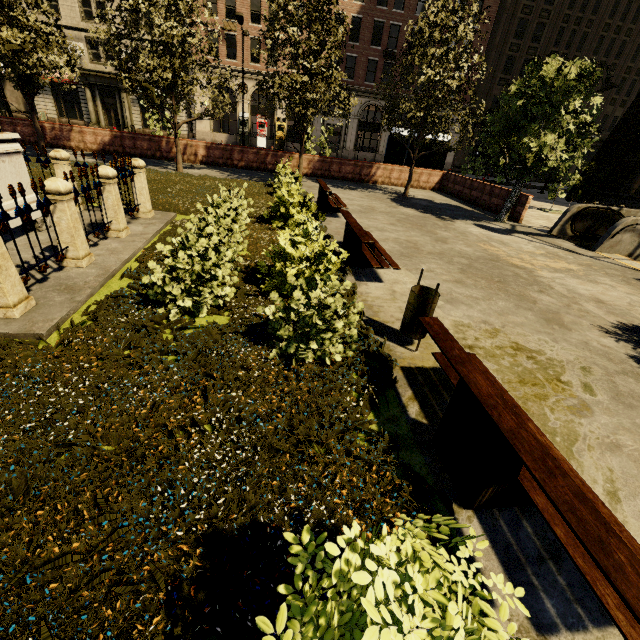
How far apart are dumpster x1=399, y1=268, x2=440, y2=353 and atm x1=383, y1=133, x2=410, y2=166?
18.77m

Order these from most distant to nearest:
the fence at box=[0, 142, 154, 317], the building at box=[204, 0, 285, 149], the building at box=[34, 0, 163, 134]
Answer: the building at box=[204, 0, 285, 149] < the building at box=[34, 0, 163, 134] < the fence at box=[0, 142, 154, 317]

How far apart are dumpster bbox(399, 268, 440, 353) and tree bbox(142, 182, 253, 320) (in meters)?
3.47

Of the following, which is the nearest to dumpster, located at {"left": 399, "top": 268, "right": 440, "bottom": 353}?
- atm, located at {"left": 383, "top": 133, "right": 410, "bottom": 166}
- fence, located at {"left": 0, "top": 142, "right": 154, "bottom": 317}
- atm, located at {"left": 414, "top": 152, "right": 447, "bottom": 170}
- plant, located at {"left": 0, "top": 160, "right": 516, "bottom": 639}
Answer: plant, located at {"left": 0, "top": 160, "right": 516, "bottom": 639}

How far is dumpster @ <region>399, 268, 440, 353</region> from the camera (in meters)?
4.34

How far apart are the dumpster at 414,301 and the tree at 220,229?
3.5 meters

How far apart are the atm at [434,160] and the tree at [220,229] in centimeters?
1996cm

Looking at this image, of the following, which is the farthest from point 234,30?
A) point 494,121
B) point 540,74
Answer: point 540,74
